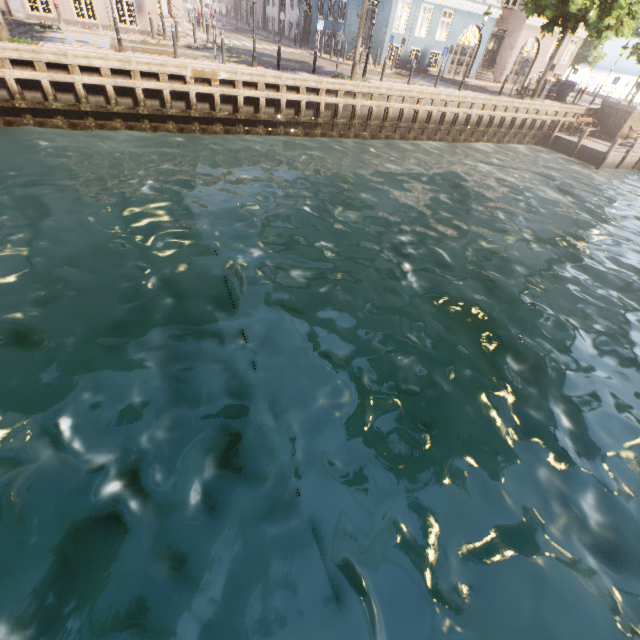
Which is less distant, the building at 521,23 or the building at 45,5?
the building at 45,5

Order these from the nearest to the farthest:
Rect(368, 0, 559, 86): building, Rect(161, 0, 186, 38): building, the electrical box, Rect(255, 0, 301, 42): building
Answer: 1. the electrical box
2. Rect(161, 0, 186, 38): building
3. Rect(368, 0, 559, 86): building
4. Rect(255, 0, 301, 42): building

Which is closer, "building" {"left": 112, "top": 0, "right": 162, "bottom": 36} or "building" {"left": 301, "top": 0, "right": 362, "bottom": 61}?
"building" {"left": 112, "top": 0, "right": 162, "bottom": 36}

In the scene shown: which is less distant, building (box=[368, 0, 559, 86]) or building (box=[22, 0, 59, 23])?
building (box=[22, 0, 59, 23])

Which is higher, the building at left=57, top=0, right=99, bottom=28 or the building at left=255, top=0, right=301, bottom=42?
the building at left=255, top=0, right=301, bottom=42

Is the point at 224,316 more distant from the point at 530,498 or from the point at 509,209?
the point at 509,209

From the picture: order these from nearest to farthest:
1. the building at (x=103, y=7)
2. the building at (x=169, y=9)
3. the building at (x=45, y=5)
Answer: the building at (x=45, y=5)
the building at (x=103, y=7)
the building at (x=169, y=9)
